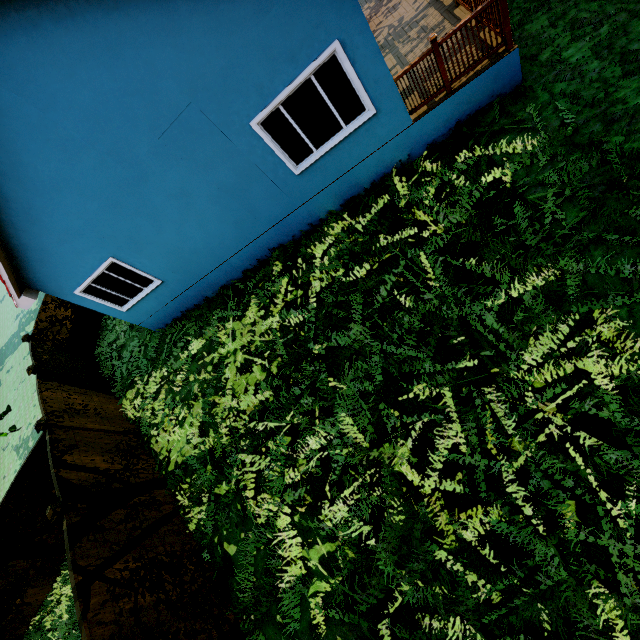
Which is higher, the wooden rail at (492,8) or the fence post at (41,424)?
the fence post at (41,424)

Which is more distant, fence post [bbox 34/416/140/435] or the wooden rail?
fence post [bbox 34/416/140/435]

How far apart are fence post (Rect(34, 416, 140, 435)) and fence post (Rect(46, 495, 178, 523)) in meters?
2.7

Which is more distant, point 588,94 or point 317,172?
point 317,172

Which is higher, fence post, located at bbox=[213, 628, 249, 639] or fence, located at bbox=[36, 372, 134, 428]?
fence, located at bbox=[36, 372, 134, 428]

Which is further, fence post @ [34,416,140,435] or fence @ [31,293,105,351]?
fence @ [31,293,105,351]

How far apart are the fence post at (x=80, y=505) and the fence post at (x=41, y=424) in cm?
266

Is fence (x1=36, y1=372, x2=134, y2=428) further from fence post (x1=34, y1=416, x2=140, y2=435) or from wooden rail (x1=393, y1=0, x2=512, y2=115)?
wooden rail (x1=393, y1=0, x2=512, y2=115)
